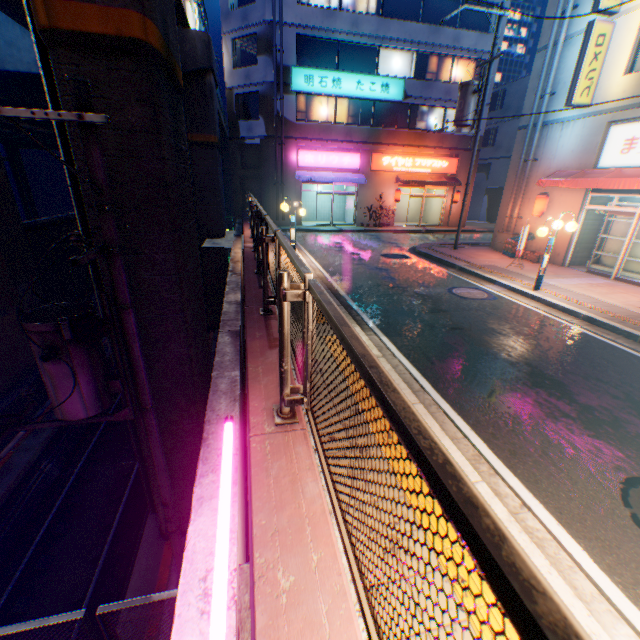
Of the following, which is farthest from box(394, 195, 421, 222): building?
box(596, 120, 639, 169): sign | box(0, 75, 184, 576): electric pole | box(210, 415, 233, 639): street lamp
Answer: box(210, 415, 233, 639): street lamp

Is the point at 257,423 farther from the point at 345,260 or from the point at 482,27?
the point at 482,27

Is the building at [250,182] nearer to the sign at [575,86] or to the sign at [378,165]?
the sign at [378,165]

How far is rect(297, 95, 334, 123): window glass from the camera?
21.6 meters

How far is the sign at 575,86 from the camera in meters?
11.3 m

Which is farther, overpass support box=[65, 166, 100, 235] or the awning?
the awning

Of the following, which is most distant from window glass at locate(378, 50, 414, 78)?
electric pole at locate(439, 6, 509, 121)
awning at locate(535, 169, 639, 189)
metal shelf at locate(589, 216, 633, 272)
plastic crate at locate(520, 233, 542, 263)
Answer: metal shelf at locate(589, 216, 633, 272)

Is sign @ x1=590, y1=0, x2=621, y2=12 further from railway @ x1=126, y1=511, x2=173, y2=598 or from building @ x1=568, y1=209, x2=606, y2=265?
railway @ x1=126, y1=511, x2=173, y2=598
